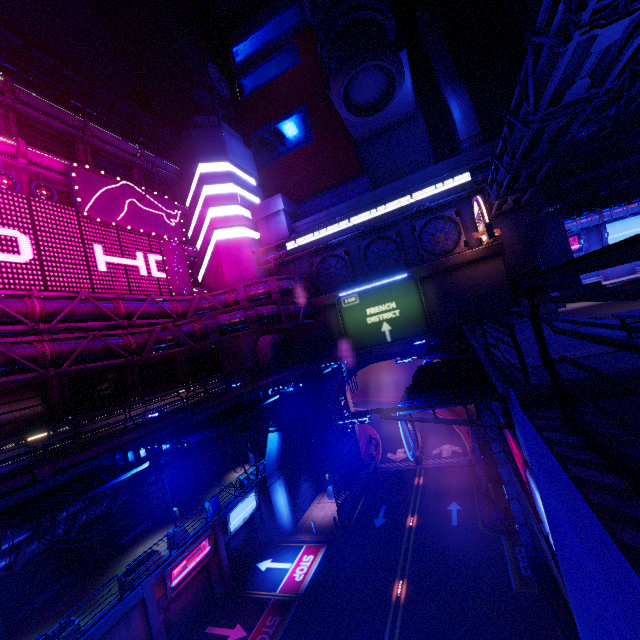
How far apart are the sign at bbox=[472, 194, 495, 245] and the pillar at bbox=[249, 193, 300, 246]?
17.75m

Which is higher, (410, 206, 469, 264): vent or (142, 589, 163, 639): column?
(410, 206, 469, 264): vent

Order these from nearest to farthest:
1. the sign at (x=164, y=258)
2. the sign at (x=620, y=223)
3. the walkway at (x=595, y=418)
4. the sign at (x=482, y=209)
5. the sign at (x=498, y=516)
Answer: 1. the walkway at (x=595, y=418)
2. the sign at (x=498, y=516)
3. the sign at (x=164, y=258)
4. the sign at (x=482, y=209)
5. the sign at (x=620, y=223)

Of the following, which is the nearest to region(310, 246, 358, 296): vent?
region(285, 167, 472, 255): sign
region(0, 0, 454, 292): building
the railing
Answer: region(285, 167, 472, 255): sign

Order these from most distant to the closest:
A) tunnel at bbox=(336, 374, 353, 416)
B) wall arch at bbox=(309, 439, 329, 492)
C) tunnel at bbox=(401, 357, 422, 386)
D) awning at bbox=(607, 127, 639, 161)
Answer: tunnel at bbox=(401, 357, 422, 386) < tunnel at bbox=(336, 374, 353, 416) < wall arch at bbox=(309, 439, 329, 492) < awning at bbox=(607, 127, 639, 161)

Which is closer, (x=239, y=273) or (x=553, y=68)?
(x=553, y=68)

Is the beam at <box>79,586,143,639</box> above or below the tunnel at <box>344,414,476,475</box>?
above

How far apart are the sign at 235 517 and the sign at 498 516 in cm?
1651
